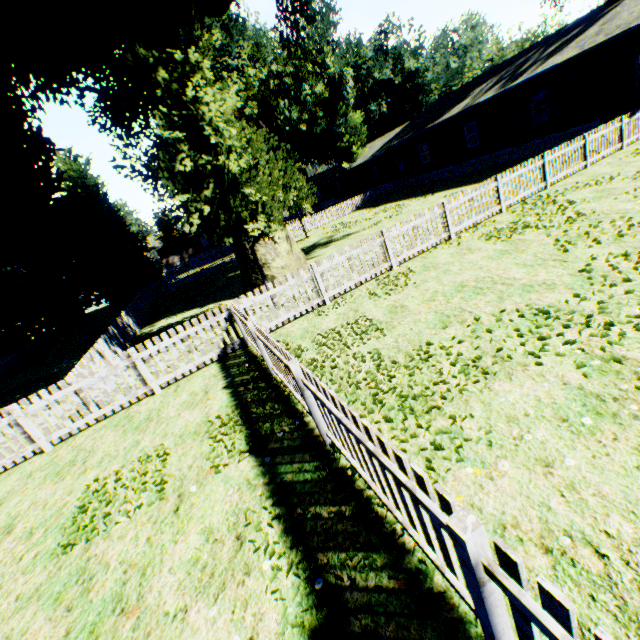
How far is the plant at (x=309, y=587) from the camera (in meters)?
2.69

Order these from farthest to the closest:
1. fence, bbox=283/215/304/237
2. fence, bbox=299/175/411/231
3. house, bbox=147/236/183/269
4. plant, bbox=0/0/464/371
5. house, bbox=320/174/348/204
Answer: house, bbox=147/236/183/269 → house, bbox=320/174/348/204 → fence, bbox=299/175/411/231 → fence, bbox=283/215/304/237 → plant, bbox=0/0/464/371

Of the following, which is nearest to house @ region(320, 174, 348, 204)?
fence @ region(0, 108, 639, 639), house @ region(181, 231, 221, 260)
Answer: fence @ region(0, 108, 639, 639)

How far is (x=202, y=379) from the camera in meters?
7.7 m

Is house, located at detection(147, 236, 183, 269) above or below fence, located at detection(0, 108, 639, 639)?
above

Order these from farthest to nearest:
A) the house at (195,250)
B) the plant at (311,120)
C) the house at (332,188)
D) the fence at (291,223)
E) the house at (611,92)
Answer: the house at (195,250), the house at (332,188), the fence at (291,223), the house at (611,92), the plant at (311,120)

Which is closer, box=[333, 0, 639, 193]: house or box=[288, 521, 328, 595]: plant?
box=[288, 521, 328, 595]: plant

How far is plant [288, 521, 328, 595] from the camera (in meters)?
2.69
